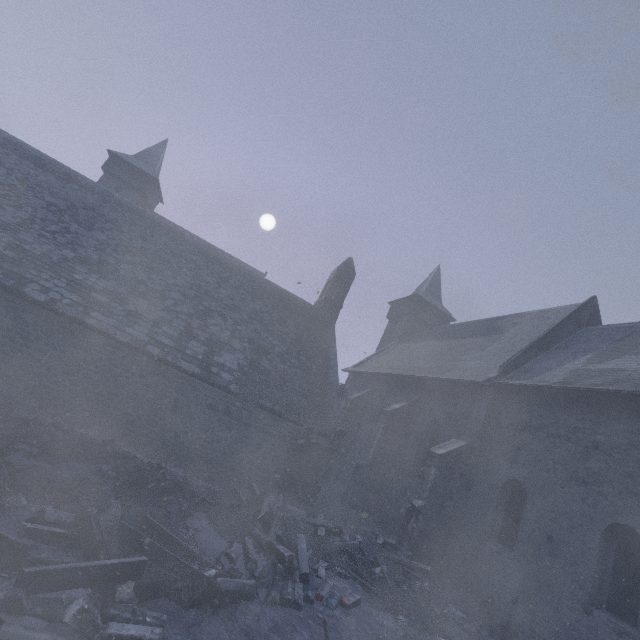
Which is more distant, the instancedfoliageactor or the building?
the building

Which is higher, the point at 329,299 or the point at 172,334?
the point at 329,299

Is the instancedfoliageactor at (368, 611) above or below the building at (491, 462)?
below

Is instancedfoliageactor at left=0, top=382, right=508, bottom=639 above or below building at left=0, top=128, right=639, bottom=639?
below

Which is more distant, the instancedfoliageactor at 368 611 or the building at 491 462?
the building at 491 462
